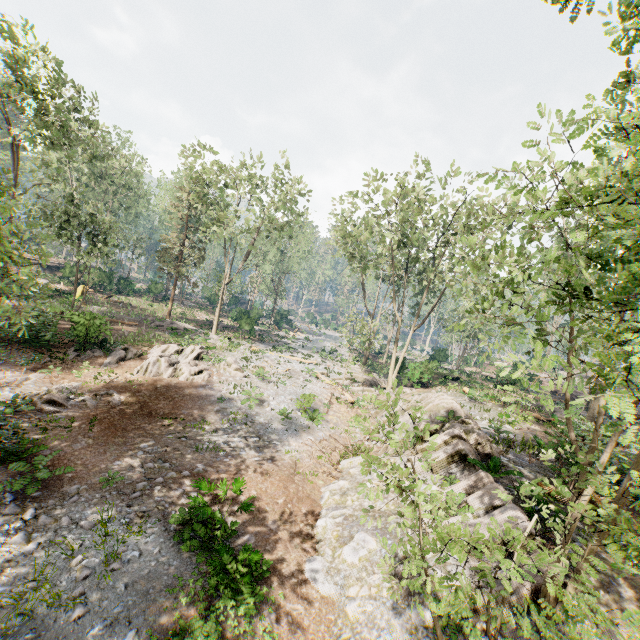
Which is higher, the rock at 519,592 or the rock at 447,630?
the rock at 519,592

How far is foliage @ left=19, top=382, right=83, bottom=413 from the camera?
13.39m

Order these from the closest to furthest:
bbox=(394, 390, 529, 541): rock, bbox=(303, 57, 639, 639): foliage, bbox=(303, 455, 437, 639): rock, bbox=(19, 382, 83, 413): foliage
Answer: bbox=(303, 57, 639, 639): foliage
bbox=(303, 455, 437, 639): rock
bbox=(394, 390, 529, 541): rock
bbox=(19, 382, 83, 413): foliage

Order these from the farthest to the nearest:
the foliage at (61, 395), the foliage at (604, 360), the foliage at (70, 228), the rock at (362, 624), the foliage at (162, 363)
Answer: the foliage at (162, 363) → the foliage at (70, 228) → the foliage at (61, 395) → the rock at (362, 624) → the foliage at (604, 360)

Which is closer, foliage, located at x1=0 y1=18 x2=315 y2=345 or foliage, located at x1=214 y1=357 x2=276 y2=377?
foliage, located at x1=0 y1=18 x2=315 y2=345

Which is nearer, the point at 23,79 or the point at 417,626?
the point at 417,626
